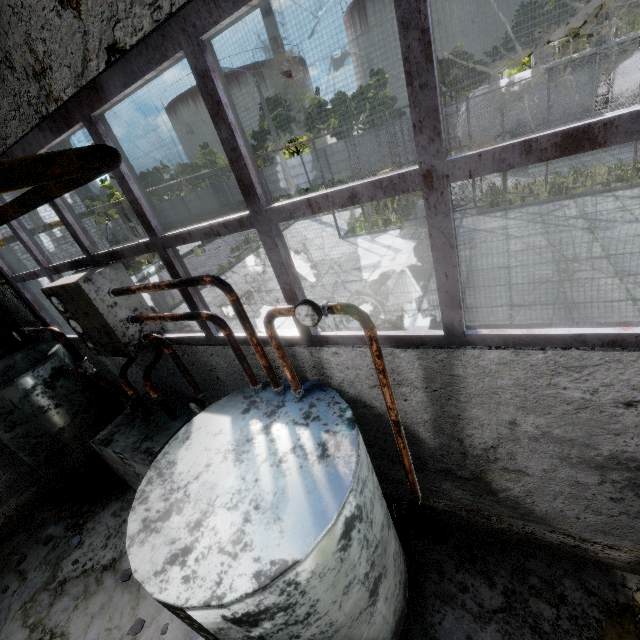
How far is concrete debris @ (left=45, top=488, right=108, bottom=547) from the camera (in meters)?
5.31

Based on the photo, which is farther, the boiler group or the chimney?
the chimney

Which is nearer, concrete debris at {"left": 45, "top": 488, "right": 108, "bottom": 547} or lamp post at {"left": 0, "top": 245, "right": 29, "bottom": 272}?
concrete debris at {"left": 45, "top": 488, "right": 108, "bottom": 547}

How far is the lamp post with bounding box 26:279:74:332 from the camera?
10.5 meters

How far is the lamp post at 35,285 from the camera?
10.5 meters

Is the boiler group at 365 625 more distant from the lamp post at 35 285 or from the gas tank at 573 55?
the gas tank at 573 55

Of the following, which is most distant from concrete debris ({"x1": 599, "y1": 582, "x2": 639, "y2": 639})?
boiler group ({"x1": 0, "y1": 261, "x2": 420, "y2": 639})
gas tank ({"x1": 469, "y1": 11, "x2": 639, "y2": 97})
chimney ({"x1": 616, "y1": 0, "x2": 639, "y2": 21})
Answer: chimney ({"x1": 616, "y1": 0, "x2": 639, "y2": 21})

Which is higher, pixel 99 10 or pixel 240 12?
pixel 99 10
